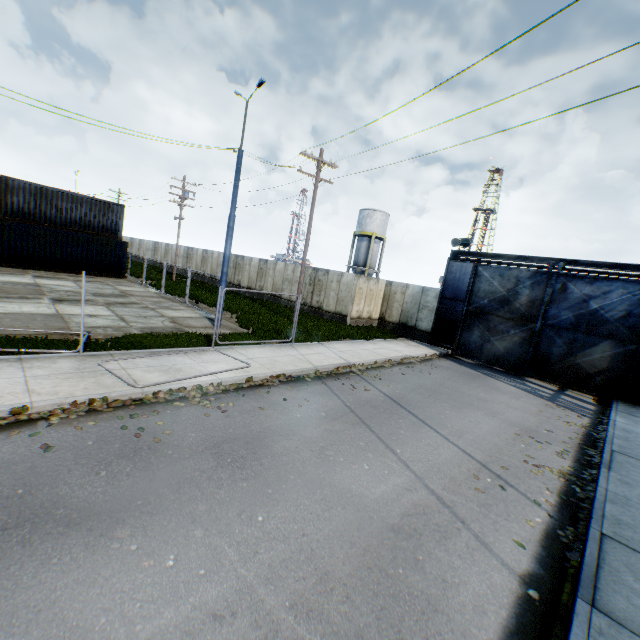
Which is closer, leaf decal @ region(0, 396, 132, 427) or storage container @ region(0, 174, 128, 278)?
leaf decal @ region(0, 396, 132, 427)

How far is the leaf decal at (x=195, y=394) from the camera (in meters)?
7.32

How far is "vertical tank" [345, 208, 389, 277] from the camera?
41.5m

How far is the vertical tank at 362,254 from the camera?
41.5m

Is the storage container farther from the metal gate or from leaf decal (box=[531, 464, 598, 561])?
leaf decal (box=[531, 464, 598, 561])

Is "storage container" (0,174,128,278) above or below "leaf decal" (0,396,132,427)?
above

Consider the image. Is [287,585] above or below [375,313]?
below

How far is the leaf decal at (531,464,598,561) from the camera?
4.9m
